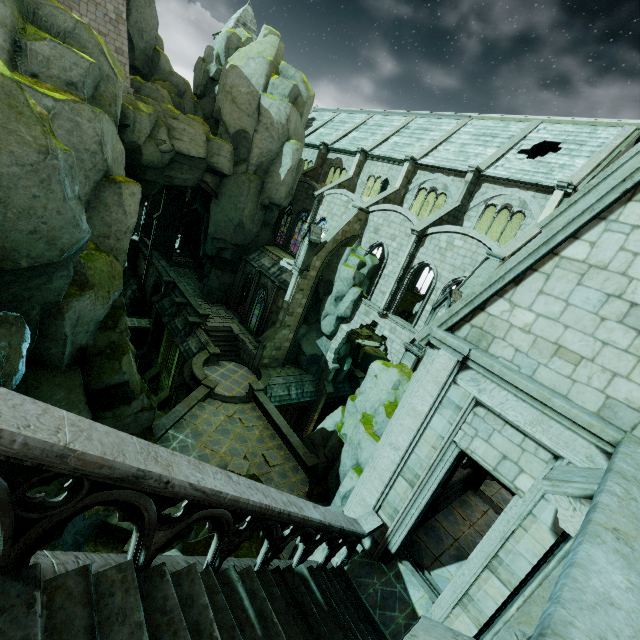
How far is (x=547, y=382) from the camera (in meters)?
5.26

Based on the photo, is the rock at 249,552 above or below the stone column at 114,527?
above

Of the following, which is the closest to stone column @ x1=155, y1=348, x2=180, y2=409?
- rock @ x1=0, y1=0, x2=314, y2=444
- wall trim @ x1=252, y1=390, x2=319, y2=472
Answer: rock @ x1=0, y1=0, x2=314, y2=444

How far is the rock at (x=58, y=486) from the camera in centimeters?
1203cm

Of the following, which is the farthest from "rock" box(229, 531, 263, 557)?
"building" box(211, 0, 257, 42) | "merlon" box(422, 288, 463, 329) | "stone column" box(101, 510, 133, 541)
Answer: "building" box(211, 0, 257, 42)

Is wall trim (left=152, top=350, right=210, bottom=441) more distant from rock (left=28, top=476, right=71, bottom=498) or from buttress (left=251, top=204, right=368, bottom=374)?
buttress (left=251, top=204, right=368, bottom=374)

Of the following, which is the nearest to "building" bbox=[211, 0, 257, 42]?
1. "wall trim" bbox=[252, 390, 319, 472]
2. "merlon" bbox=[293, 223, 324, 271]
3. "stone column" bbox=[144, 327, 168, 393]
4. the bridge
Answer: the bridge

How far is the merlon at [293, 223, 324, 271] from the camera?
23.8 meters
